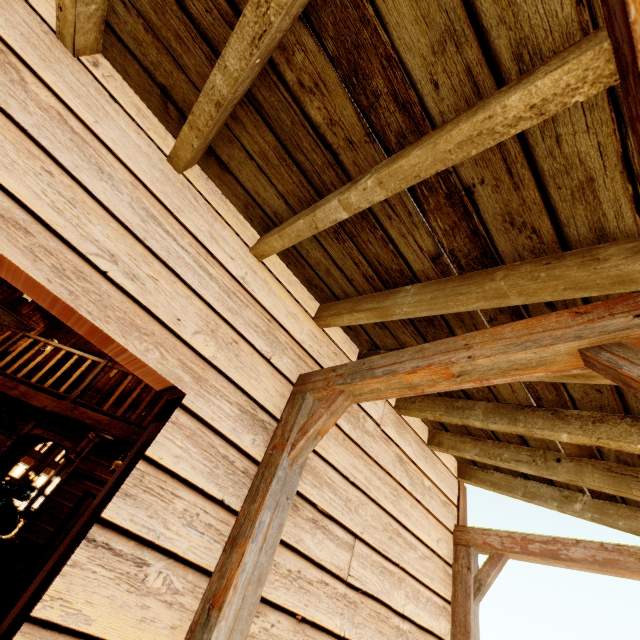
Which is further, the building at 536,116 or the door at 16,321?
the door at 16,321

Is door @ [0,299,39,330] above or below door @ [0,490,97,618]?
above

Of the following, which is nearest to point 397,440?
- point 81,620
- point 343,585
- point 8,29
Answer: point 343,585

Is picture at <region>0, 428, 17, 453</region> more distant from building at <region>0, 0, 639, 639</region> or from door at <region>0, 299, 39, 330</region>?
door at <region>0, 299, 39, 330</region>

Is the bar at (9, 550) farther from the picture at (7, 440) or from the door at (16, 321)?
the door at (16, 321)

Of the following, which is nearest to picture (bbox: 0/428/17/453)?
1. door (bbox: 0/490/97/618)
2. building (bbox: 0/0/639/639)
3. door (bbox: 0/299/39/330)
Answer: building (bbox: 0/0/639/639)

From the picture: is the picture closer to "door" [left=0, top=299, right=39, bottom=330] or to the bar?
the bar

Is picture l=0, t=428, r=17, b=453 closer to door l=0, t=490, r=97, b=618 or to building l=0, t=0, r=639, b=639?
building l=0, t=0, r=639, b=639
